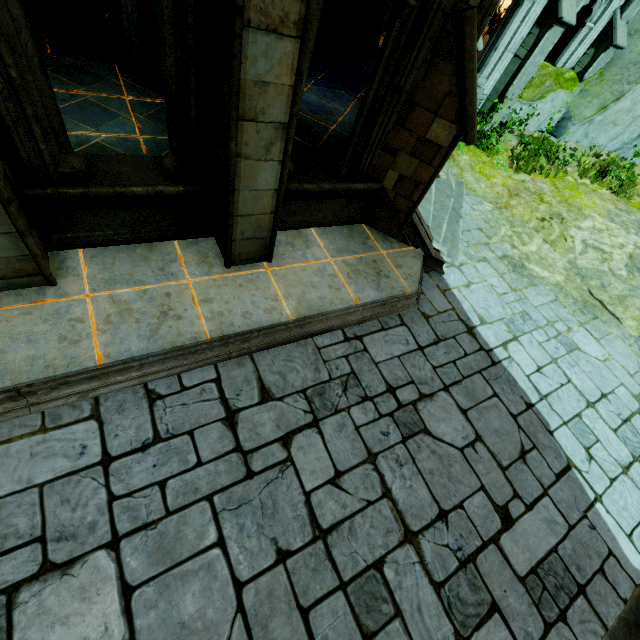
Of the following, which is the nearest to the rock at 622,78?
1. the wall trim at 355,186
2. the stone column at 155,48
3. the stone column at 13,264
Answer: the wall trim at 355,186

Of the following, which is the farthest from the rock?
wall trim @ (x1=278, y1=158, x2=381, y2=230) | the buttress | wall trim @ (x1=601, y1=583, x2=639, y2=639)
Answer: wall trim @ (x1=278, y1=158, x2=381, y2=230)

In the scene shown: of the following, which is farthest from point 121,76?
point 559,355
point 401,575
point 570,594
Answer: point 570,594

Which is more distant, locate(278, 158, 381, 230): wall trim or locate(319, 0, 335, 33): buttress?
locate(319, 0, 335, 33): buttress

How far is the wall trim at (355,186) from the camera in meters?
4.8 m

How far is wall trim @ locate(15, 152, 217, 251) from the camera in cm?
346

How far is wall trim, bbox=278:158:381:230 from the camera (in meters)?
4.83

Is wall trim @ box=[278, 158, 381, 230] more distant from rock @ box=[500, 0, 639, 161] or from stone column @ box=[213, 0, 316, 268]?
rock @ box=[500, 0, 639, 161]
